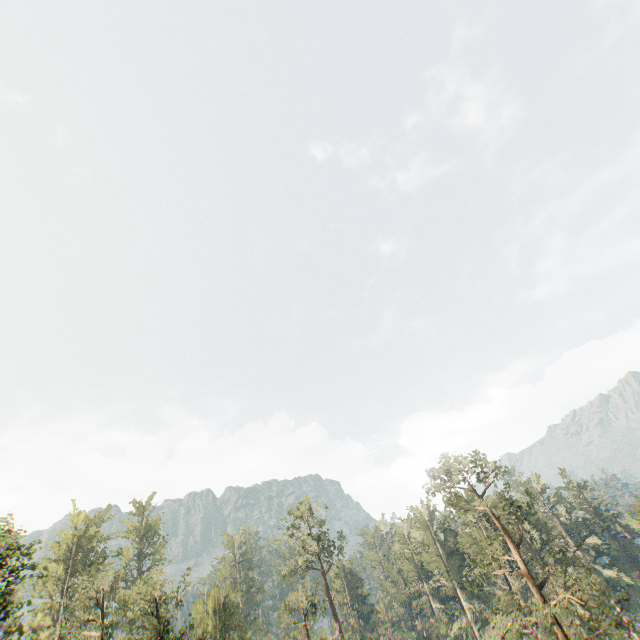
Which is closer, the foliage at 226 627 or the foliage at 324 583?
the foliage at 226 627

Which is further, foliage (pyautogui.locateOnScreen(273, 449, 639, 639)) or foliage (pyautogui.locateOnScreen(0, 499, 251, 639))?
foliage (pyautogui.locateOnScreen(273, 449, 639, 639))

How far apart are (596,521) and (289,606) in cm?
5732

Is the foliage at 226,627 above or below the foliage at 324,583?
above

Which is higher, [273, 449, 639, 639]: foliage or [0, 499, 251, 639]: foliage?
[0, 499, 251, 639]: foliage
